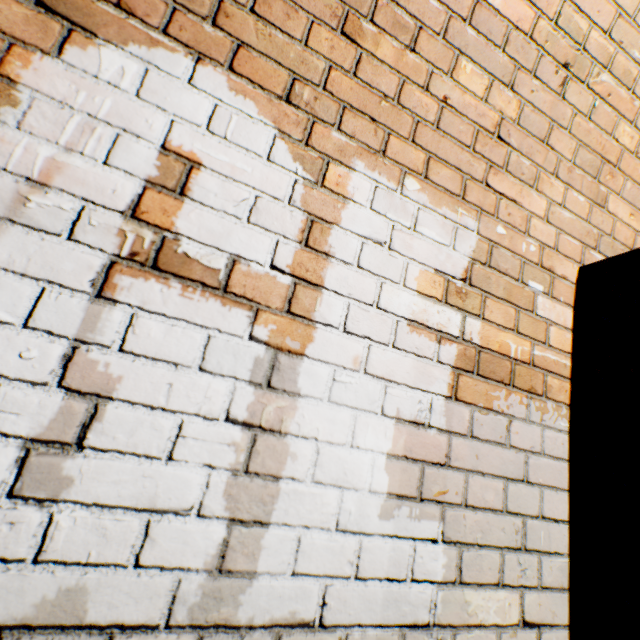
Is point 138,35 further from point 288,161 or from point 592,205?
point 592,205
